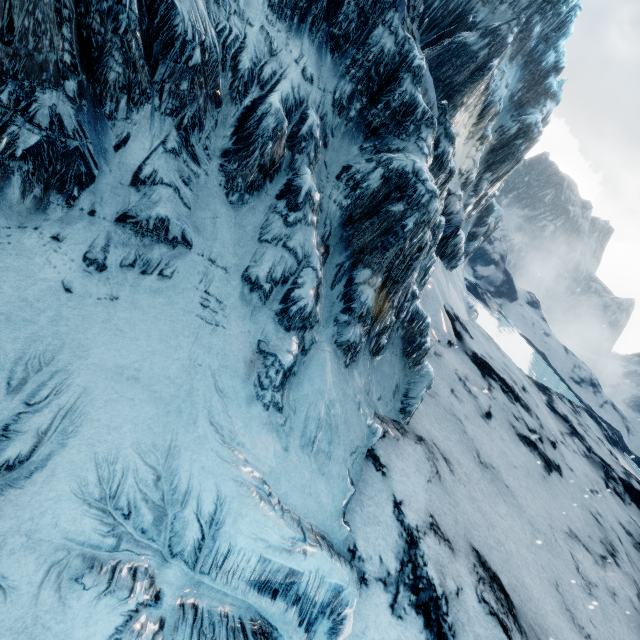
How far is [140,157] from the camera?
2.73m
